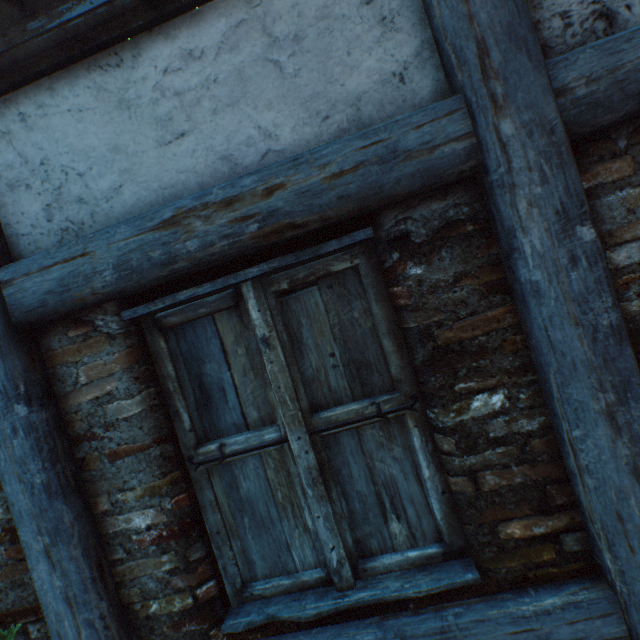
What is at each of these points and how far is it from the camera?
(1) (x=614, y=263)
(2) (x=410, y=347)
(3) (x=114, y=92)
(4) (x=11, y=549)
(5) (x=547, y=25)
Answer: (1) building, 1.04m
(2) building, 1.16m
(3) building, 1.20m
(4) building, 1.34m
(5) building, 1.03m

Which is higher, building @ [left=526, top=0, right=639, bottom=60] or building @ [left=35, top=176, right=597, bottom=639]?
building @ [left=526, top=0, right=639, bottom=60]

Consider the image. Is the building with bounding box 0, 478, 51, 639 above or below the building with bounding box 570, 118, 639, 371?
below

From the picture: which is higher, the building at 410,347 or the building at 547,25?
the building at 547,25
